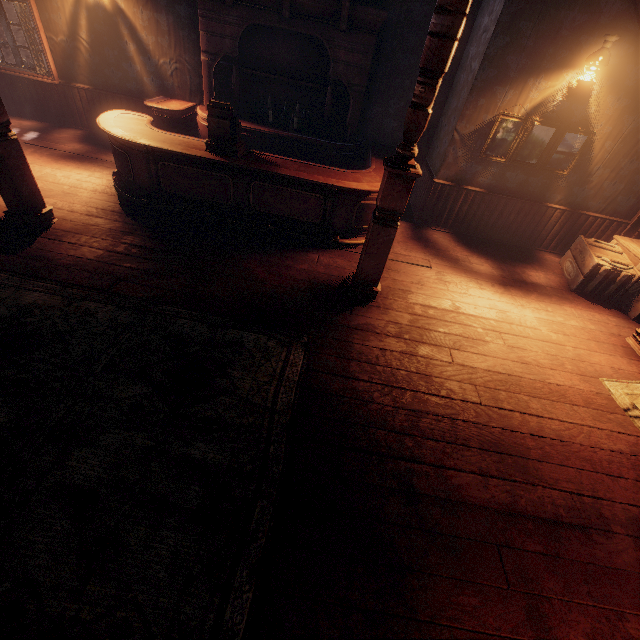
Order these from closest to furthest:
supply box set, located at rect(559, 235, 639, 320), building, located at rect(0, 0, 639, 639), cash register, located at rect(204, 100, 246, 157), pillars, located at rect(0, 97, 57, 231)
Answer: building, located at rect(0, 0, 639, 639), pillars, located at rect(0, 97, 57, 231), cash register, located at rect(204, 100, 246, 157), supply box set, located at rect(559, 235, 639, 320)

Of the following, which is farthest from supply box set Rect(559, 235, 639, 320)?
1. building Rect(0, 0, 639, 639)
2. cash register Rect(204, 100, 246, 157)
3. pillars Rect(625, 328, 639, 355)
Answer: cash register Rect(204, 100, 246, 157)

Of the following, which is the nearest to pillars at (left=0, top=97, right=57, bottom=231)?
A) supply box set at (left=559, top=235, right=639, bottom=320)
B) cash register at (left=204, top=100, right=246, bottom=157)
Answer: cash register at (left=204, top=100, right=246, bottom=157)

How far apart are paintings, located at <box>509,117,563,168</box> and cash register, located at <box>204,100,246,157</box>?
3.9m

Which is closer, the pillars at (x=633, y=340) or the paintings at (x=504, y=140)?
the pillars at (x=633, y=340)

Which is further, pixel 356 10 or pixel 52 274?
pixel 356 10

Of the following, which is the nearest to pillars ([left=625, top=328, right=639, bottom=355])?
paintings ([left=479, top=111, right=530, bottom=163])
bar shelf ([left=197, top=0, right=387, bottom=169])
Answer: paintings ([left=479, top=111, right=530, bottom=163])

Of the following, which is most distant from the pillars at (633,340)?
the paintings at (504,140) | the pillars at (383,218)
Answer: the pillars at (383,218)
